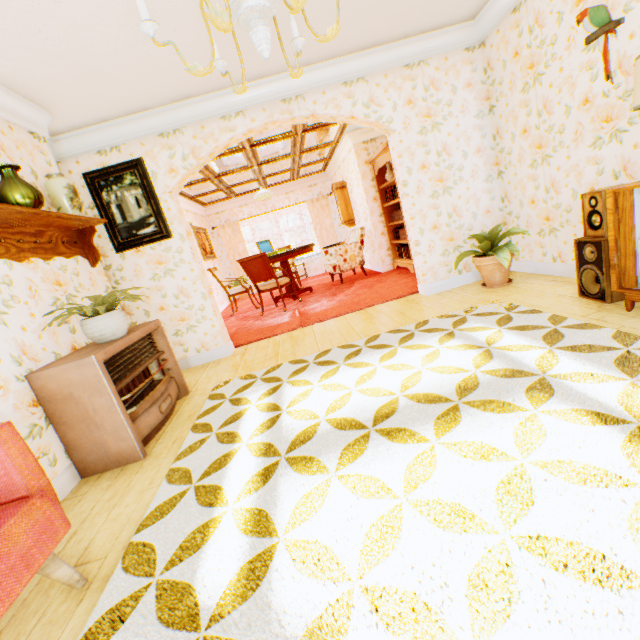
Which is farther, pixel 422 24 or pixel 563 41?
pixel 422 24

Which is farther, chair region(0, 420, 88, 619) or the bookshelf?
the bookshelf

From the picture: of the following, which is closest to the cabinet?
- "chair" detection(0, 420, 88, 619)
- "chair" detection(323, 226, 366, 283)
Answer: "chair" detection(0, 420, 88, 619)

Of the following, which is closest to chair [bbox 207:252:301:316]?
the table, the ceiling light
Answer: the table

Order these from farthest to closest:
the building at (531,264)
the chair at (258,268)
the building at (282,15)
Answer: the chair at (258,268)
the building at (282,15)
the building at (531,264)

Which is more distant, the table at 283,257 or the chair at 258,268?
the table at 283,257

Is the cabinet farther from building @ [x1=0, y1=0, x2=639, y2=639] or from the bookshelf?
the bookshelf

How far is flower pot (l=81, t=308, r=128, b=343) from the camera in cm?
262
